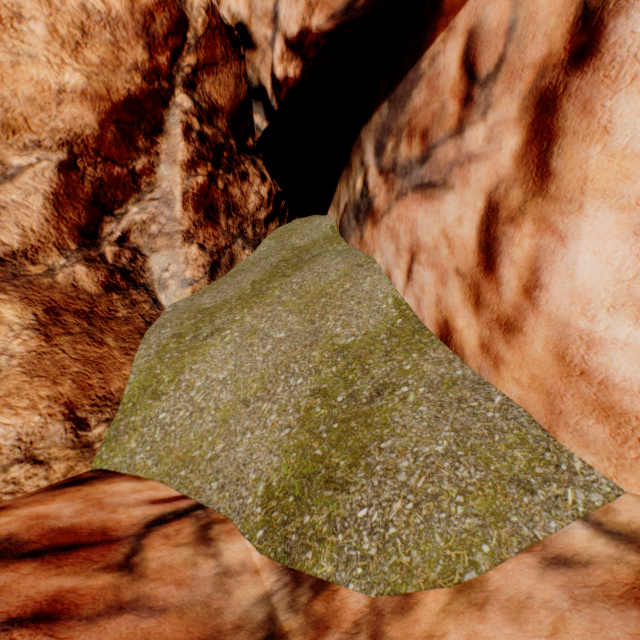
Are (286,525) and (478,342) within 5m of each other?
yes
